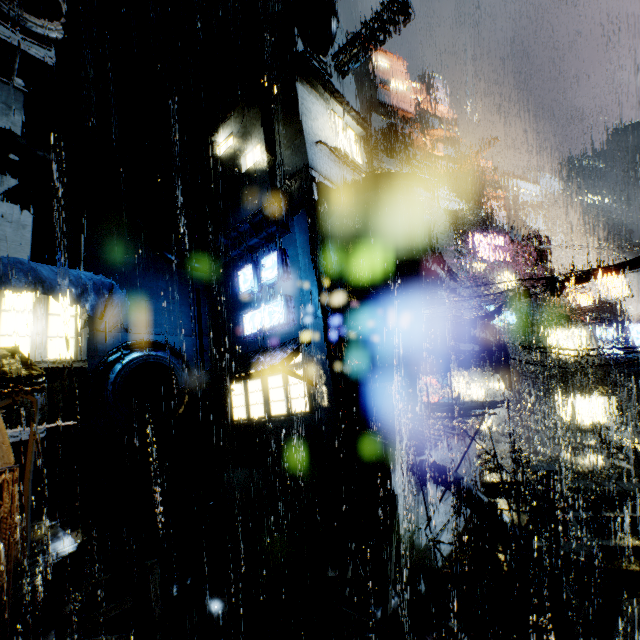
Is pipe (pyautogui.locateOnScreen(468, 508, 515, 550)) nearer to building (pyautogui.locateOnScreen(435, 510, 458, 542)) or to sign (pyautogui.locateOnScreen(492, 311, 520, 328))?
building (pyautogui.locateOnScreen(435, 510, 458, 542))

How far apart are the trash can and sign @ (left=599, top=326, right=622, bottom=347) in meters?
12.3 m

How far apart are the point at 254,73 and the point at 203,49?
3.18m

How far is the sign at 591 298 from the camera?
27.4 meters

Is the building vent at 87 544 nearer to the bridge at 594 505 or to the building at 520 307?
the building at 520 307

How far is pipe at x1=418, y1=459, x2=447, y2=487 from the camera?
13.01m

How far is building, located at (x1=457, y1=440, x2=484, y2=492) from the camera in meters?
18.1

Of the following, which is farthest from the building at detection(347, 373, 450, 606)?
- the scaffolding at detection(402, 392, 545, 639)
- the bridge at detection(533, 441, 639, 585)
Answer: the scaffolding at detection(402, 392, 545, 639)
